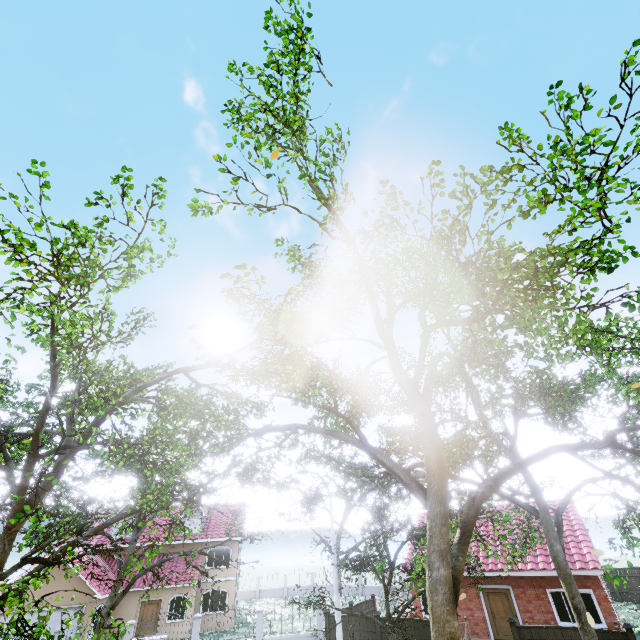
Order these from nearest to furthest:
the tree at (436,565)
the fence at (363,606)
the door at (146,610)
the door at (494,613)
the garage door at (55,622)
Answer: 1. the tree at (436,565)
2. the door at (494,613)
3. the fence at (363,606)
4. the garage door at (55,622)
5. the door at (146,610)

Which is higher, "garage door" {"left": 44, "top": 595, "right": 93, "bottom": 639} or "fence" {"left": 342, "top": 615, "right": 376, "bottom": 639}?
"garage door" {"left": 44, "top": 595, "right": 93, "bottom": 639}

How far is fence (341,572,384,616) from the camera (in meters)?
19.53

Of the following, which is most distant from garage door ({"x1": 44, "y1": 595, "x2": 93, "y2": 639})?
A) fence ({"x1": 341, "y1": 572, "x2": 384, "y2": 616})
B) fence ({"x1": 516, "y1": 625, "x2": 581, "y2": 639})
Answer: fence ({"x1": 516, "y1": 625, "x2": 581, "y2": 639})

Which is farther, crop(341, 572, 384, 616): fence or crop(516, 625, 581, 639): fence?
crop(341, 572, 384, 616): fence

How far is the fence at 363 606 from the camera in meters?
19.5

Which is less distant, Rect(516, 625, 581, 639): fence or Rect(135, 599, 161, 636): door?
Rect(516, 625, 581, 639): fence

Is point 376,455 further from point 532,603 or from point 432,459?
point 532,603
